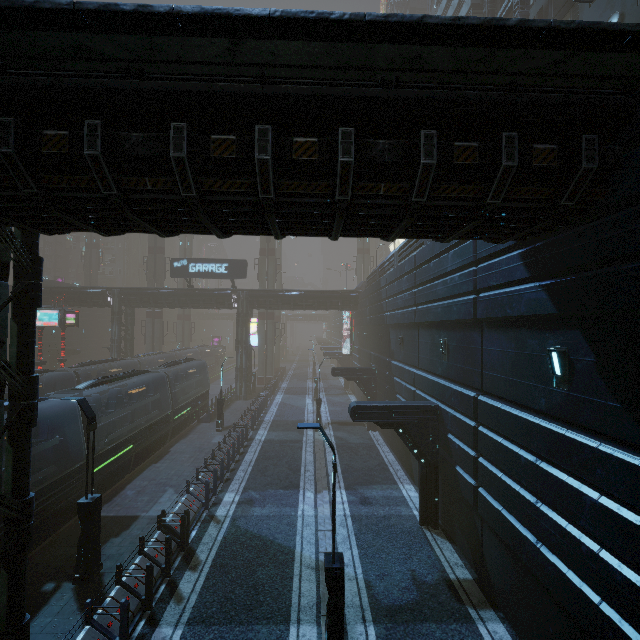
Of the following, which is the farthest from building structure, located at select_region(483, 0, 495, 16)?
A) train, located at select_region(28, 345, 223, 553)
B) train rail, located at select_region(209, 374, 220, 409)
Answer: train rail, located at select_region(209, 374, 220, 409)

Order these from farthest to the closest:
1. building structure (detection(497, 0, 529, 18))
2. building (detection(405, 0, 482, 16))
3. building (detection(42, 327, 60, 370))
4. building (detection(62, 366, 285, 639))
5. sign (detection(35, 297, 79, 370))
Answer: building (detection(42, 327, 60, 370))
building (detection(405, 0, 482, 16))
sign (detection(35, 297, 79, 370))
building structure (detection(497, 0, 529, 18))
building (detection(62, 366, 285, 639))

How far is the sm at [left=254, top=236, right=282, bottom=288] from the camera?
44.9m

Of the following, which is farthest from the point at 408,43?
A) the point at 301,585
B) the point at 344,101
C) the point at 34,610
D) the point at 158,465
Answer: the point at 158,465

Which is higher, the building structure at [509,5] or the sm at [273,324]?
the building structure at [509,5]

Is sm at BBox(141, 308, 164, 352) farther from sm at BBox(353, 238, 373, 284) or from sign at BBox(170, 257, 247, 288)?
sm at BBox(353, 238, 373, 284)

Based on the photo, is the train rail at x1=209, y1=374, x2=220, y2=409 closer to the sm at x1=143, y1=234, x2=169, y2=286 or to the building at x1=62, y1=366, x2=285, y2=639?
the building at x1=62, y1=366, x2=285, y2=639
